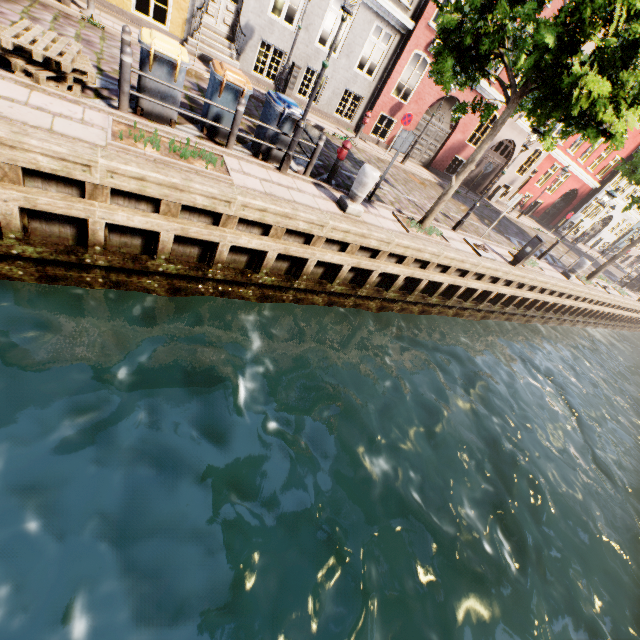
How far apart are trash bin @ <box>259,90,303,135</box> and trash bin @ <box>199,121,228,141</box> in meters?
0.3 m

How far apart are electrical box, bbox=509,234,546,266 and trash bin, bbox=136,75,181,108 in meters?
11.7

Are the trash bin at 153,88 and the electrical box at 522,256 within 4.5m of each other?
no

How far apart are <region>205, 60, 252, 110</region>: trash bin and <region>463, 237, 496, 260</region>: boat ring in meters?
8.1 m

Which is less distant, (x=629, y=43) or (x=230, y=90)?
(x=629, y=43)

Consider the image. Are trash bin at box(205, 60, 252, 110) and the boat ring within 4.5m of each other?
no

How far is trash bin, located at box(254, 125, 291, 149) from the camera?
7.4m

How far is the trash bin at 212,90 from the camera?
6.41m
